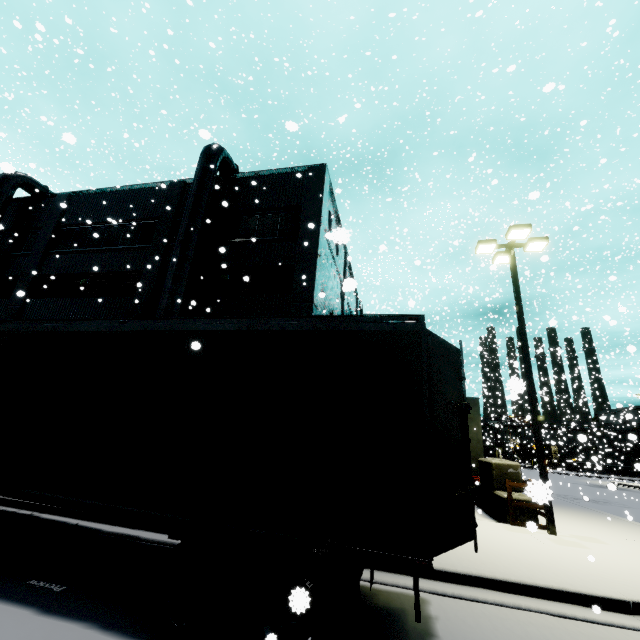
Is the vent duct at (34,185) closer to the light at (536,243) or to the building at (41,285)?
the building at (41,285)

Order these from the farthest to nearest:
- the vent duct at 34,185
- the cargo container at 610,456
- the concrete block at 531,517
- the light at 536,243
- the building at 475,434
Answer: the cargo container at 610,456
the vent duct at 34,185
the building at 475,434
the concrete block at 531,517
the light at 536,243

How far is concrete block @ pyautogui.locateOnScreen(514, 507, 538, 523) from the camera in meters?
10.1 m

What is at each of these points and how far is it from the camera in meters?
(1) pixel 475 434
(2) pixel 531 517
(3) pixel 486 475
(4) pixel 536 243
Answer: (1) building, 17.5
(2) concrete block, 10.1
(3) concrete block, 12.3
(4) light, 12.2

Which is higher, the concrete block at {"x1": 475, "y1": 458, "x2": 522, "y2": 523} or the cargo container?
the cargo container

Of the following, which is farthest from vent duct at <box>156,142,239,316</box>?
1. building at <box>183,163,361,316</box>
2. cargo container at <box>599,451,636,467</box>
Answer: cargo container at <box>599,451,636,467</box>

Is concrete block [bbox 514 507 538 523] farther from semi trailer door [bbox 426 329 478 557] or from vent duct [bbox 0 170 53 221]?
vent duct [bbox 0 170 53 221]

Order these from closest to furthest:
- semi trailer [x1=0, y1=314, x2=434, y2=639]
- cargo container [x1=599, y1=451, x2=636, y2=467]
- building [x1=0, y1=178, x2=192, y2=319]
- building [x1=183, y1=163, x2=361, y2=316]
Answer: semi trailer [x1=0, y1=314, x2=434, y2=639]
building [x1=183, y1=163, x2=361, y2=316]
building [x1=0, y1=178, x2=192, y2=319]
cargo container [x1=599, y1=451, x2=636, y2=467]
